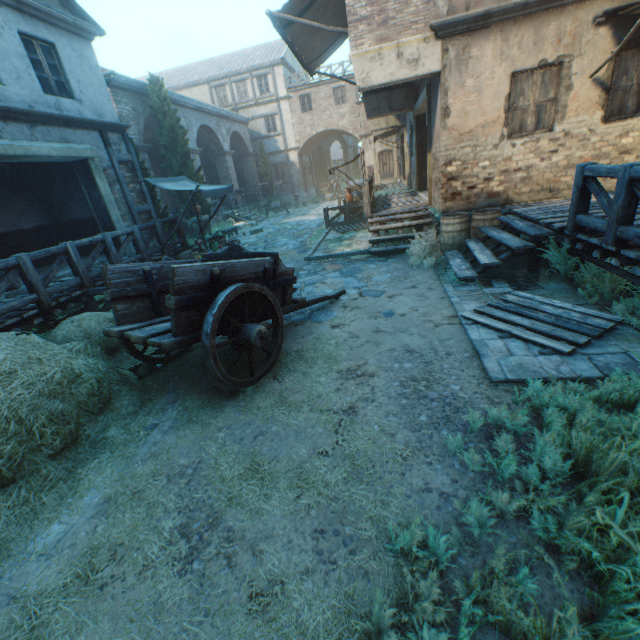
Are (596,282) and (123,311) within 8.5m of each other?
yes

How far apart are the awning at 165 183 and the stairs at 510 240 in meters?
6.4

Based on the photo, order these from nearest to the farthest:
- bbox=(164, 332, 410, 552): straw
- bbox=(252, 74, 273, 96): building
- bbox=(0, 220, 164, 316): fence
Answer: bbox=(164, 332, 410, 552): straw < bbox=(0, 220, 164, 316): fence < bbox=(252, 74, 273, 96): building

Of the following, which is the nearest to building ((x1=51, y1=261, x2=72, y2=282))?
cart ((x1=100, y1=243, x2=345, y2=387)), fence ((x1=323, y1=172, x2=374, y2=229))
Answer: fence ((x1=323, y1=172, x2=374, y2=229))

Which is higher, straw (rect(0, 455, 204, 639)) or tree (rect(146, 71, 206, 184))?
tree (rect(146, 71, 206, 184))

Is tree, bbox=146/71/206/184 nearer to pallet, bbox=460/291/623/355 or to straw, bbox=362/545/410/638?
straw, bbox=362/545/410/638

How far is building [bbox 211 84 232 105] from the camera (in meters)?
28.70

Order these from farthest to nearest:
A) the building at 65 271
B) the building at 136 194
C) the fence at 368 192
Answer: the building at 136 194
the fence at 368 192
the building at 65 271
